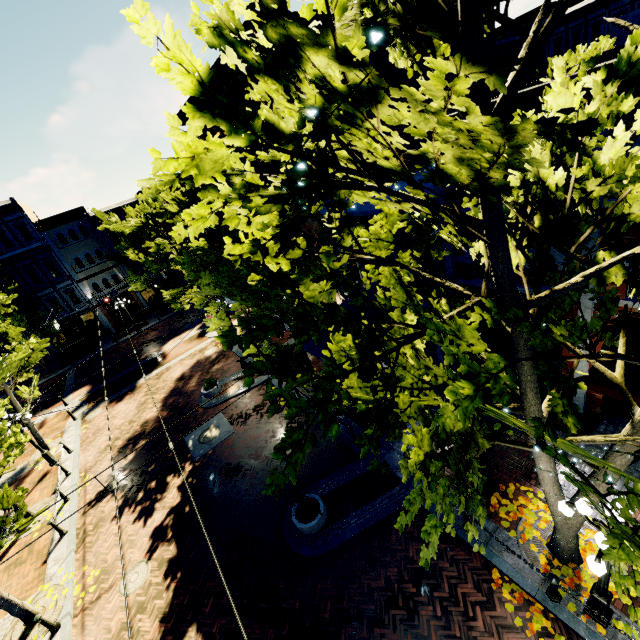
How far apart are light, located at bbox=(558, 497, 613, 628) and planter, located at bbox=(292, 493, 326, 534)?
6.1 meters

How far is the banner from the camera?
10.1m

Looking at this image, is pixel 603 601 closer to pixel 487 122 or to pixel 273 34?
pixel 487 122

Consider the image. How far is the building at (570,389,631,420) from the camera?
9.6m

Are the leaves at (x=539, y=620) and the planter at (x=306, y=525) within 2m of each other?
no

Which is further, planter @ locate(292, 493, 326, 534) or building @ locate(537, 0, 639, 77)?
building @ locate(537, 0, 639, 77)

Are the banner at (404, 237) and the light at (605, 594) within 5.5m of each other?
no
